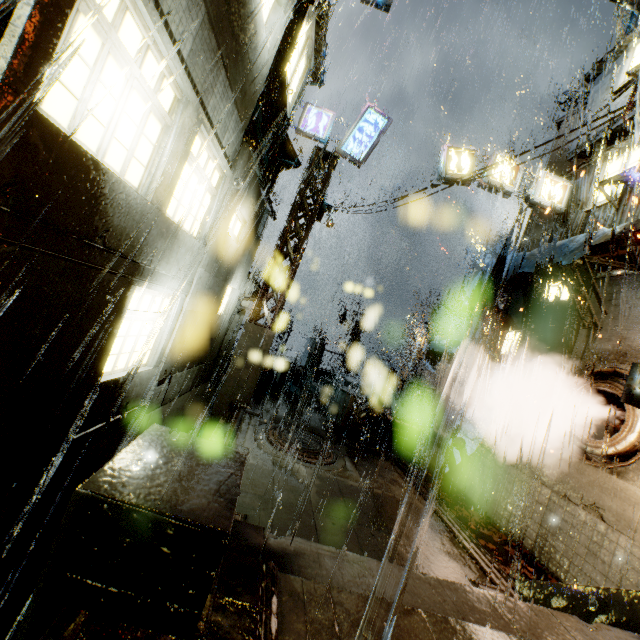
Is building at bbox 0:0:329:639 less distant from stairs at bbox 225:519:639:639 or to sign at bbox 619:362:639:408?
sign at bbox 619:362:639:408

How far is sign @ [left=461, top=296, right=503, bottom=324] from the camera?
13.2m

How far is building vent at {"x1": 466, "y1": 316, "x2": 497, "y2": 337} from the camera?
20.16m

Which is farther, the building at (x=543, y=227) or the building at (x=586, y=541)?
the building at (x=543, y=227)

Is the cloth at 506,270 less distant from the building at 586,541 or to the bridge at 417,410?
the building at 586,541

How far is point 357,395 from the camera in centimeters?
1411cm

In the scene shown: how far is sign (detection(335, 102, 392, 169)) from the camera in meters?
12.9

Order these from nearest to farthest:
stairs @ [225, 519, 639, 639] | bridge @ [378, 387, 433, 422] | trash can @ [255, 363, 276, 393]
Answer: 1. stairs @ [225, 519, 639, 639]
2. trash can @ [255, 363, 276, 393]
3. bridge @ [378, 387, 433, 422]
